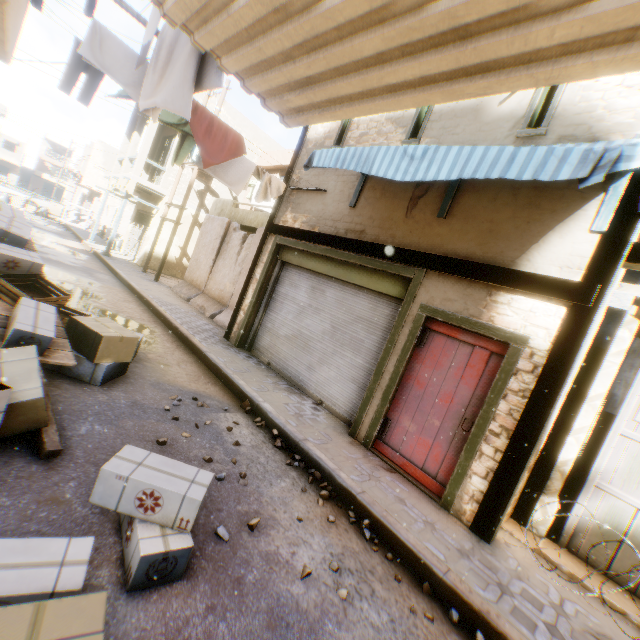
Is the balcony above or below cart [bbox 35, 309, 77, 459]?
above

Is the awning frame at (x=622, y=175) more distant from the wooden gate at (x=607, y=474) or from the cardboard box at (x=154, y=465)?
the cardboard box at (x=154, y=465)

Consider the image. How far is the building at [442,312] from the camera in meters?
4.0

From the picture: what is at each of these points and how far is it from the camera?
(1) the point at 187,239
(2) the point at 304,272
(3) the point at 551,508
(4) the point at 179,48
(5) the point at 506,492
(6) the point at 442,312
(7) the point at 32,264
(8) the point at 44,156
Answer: (1) building, 17.7 meters
(2) rolling overhead door, 7.6 meters
(3) building, 4.4 meters
(4) dryer, 3.3 meters
(5) wooden beam, 3.8 meters
(6) building, 4.8 meters
(7) cardboard box, 4.6 meters
(8) building, 58.6 meters

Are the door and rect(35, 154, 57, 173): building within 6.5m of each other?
no

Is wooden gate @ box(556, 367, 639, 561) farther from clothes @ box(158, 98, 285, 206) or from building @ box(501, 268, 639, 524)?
clothes @ box(158, 98, 285, 206)

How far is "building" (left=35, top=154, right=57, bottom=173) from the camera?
58.44m

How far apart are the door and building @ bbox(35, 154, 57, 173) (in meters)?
79.52
